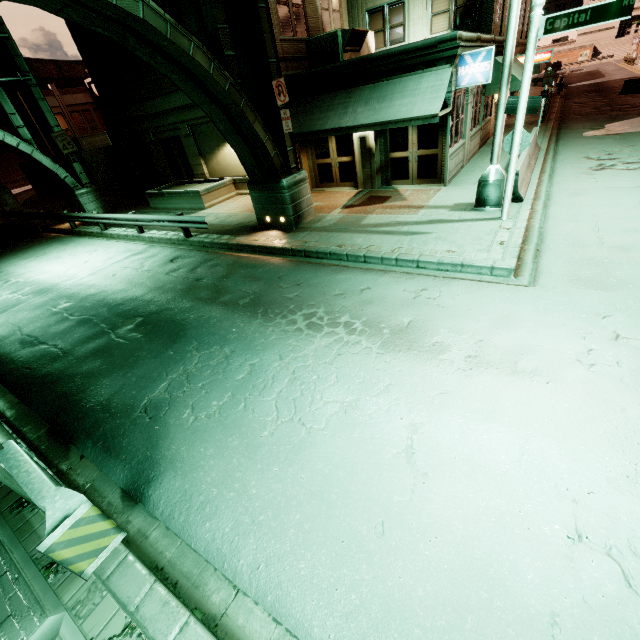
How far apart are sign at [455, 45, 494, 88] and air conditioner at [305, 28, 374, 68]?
4.5 meters

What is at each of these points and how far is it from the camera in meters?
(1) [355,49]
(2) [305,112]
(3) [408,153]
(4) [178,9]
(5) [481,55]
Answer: (1) air conditioner, 13.8
(2) awning, 13.7
(3) building, 13.6
(4) building, 14.2
(5) sign, 10.7

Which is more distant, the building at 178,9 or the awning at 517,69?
the awning at 517,69

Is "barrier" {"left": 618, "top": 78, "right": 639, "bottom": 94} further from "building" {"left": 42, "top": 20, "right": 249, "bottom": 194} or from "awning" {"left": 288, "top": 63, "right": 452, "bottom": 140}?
"awning" {"left": 288, "top": 63, "right": 452, "bottom": 140}

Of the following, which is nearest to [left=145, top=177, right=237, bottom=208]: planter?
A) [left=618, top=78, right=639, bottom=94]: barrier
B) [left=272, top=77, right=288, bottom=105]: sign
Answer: [left=272, top=77, right=288, bottom=105]: sign

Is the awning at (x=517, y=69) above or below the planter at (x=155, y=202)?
above

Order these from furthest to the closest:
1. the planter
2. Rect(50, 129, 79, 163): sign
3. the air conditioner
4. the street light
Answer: Rect(50, 129, 79, 163): sign < the planter < the air conditioner < the street light

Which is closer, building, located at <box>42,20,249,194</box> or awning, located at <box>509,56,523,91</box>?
awning, located at <box>509,56,523,91</box>
